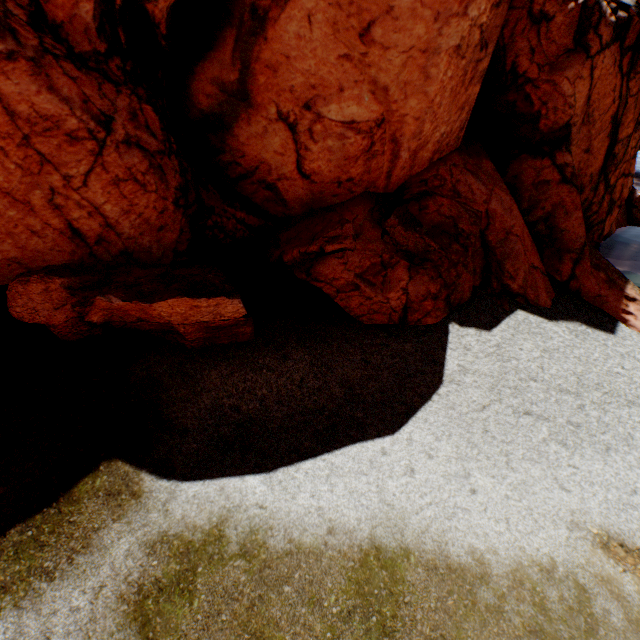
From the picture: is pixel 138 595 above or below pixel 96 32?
below
